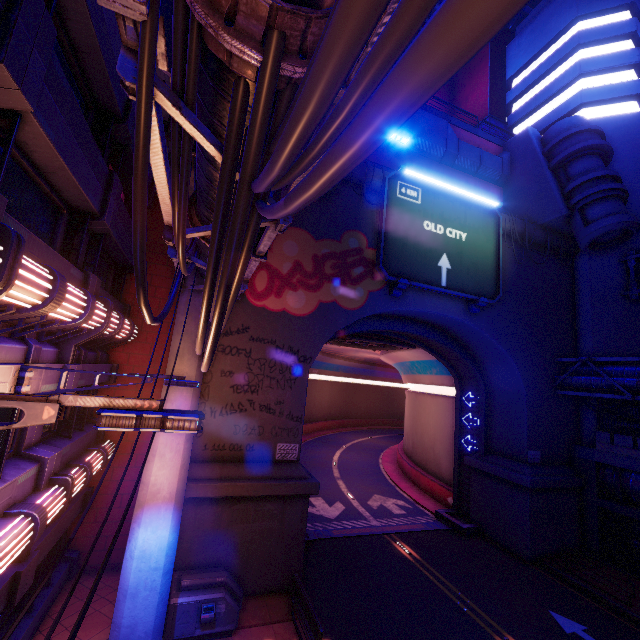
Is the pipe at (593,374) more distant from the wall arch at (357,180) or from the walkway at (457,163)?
the walkway at (457,163)

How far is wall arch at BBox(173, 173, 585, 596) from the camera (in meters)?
11.87

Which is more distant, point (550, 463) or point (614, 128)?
point (614, 128)

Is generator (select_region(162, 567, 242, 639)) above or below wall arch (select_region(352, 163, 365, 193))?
below

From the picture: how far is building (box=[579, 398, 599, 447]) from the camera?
18.8 meters

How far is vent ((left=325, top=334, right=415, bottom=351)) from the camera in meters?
21.4 m

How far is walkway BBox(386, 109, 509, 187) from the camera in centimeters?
1992cm

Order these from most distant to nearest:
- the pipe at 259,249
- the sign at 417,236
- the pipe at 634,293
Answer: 1. the pipe at 634,293
2. the sign at 417,236
3. the pipe at 259,249
